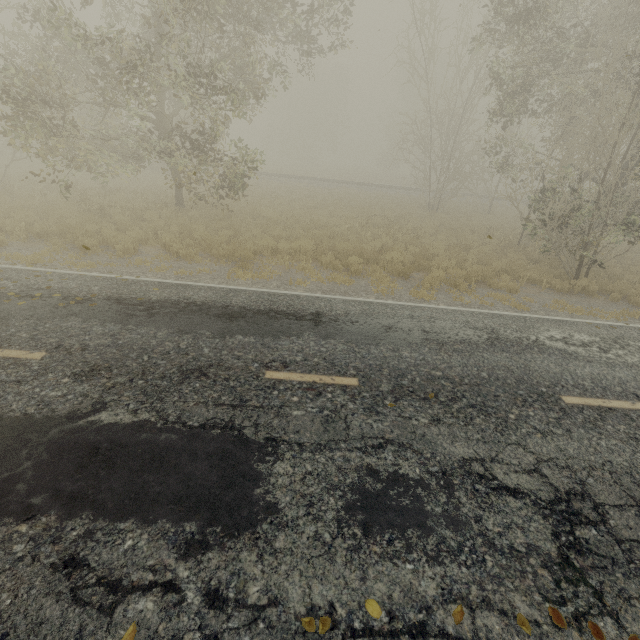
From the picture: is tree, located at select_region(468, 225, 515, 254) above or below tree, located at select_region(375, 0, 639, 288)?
below

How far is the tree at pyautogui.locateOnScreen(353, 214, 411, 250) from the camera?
13.8 meters

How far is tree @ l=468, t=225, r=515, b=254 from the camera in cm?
1534

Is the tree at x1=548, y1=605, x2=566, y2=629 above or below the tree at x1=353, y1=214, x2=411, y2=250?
below

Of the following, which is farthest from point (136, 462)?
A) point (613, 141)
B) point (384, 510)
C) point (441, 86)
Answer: point (441, 86)

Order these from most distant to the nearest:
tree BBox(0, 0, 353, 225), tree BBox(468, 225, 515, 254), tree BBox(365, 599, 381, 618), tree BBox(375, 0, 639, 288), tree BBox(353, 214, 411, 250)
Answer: tree BBox(468, 225, 515, 254), tree BBox(353, 214, 411, 250), tree BBox(375, 0, 639, 288), tree BBox(0, 0, 353, 225), tree BBox(365, 599, 381, 618)

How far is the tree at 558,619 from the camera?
2.7m
